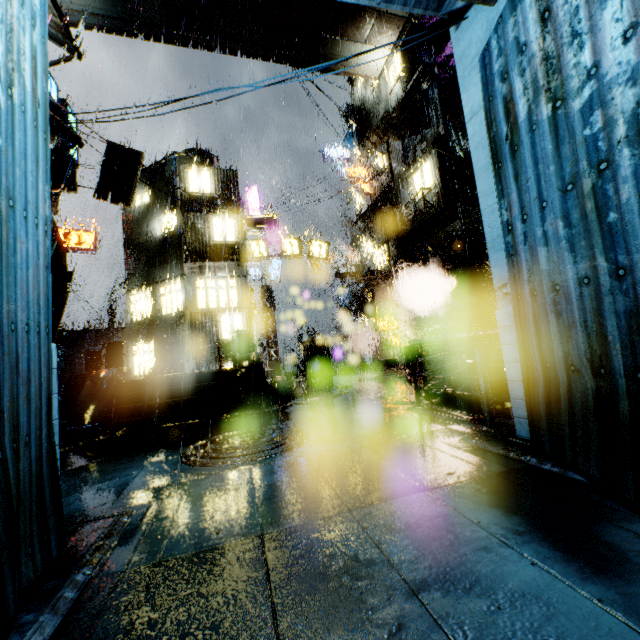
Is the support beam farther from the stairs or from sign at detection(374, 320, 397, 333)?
sign at detection(374, 320, 397, 333)

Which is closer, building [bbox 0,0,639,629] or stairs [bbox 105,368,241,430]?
building [bbox 0,0,639,629]

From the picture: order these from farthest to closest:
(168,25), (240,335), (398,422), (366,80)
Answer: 1. (366,80)
2. (168,25)
3. (240,335)
4. (398,422)

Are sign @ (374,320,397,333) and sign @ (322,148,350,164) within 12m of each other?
no

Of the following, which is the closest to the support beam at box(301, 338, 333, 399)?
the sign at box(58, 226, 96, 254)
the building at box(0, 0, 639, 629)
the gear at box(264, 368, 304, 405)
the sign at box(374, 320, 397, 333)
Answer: the building at box(0, 0, 639, 629)

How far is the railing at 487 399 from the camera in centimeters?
546cm

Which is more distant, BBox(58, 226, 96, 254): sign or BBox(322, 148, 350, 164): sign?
BBox(322, 148, 350, 164): sign

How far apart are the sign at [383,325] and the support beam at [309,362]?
10.4 meters
